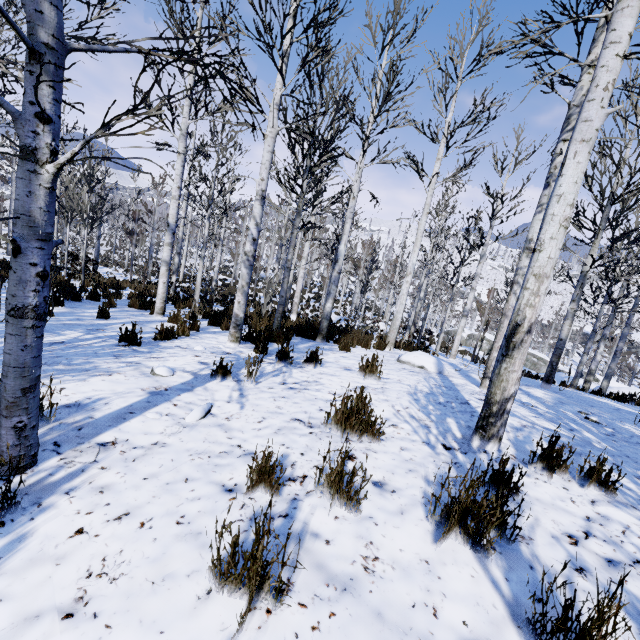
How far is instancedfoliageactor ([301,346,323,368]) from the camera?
5.1 meters

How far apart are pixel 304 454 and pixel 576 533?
1.89m

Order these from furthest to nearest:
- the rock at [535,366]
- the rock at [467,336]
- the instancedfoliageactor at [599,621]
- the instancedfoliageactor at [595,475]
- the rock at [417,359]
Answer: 1. the rock at [467,336]
2. the rock at [535,366]
3. the rock at [417,359]
4. the instancedfoliageactor at [595,475]
5. the instancedfoliageactor at [599,621]

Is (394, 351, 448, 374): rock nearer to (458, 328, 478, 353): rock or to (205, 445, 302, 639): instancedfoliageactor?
(205, 445, 302, 639): instancedfoliageactor

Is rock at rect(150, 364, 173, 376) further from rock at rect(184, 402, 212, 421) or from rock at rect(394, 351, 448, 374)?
rock at rect(394, 351, 448, 374)

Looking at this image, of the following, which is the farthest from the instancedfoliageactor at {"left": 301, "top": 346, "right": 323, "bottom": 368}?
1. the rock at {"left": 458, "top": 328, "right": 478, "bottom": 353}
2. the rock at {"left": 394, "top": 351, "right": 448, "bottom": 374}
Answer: the rock at {"left": 394, "top": 351, "right": 448, "bottom": 374}

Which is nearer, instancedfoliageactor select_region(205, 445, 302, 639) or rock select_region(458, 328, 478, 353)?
instancedfoliageactor select_region(205, 445, 302, 639)

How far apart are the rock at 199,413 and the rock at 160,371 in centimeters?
84cm
